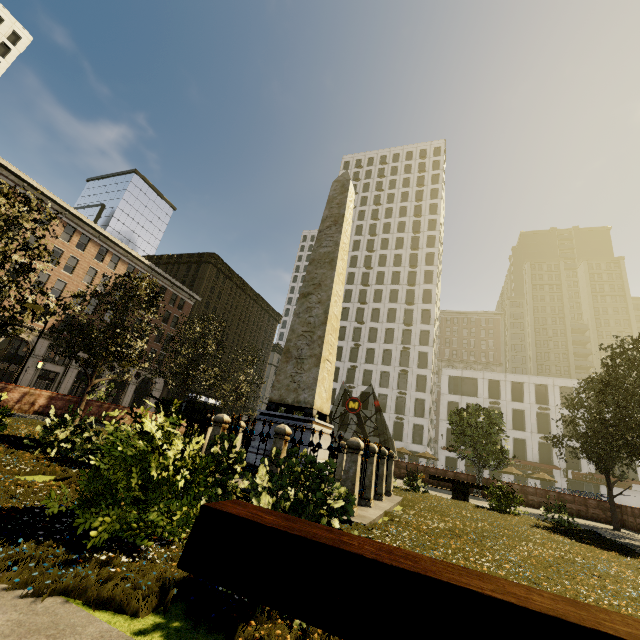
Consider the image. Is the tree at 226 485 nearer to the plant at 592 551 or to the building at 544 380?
the plant at 592 551

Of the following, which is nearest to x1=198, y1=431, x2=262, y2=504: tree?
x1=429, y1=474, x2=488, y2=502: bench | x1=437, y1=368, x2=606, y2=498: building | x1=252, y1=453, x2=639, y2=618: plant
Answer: x1=252, y1=453, x2=639, y2=618: plant

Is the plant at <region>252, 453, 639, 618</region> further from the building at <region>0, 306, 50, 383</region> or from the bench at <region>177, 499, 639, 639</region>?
the building at <region>0, 306, 50, 383</region>

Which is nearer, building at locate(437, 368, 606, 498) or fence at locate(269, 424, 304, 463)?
fence at locate(269, 424, 304, 463)

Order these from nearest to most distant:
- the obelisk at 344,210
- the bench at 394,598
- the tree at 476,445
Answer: the bench at 394,598 < the obelisk at 344,210 < the tree at 476,445

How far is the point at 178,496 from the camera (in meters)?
3.49

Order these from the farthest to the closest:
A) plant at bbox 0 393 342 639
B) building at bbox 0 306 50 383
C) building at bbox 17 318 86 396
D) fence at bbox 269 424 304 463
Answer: building at bbox 17 318 86 396
building at bbox 0 306 50 383
fence at bbox 269 424 304 463
plant at bbox 0 393 342 639

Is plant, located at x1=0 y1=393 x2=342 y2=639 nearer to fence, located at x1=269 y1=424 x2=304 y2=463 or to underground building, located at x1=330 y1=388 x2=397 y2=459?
fence, located at x1=269 y1=424 x2=304 y2=463
